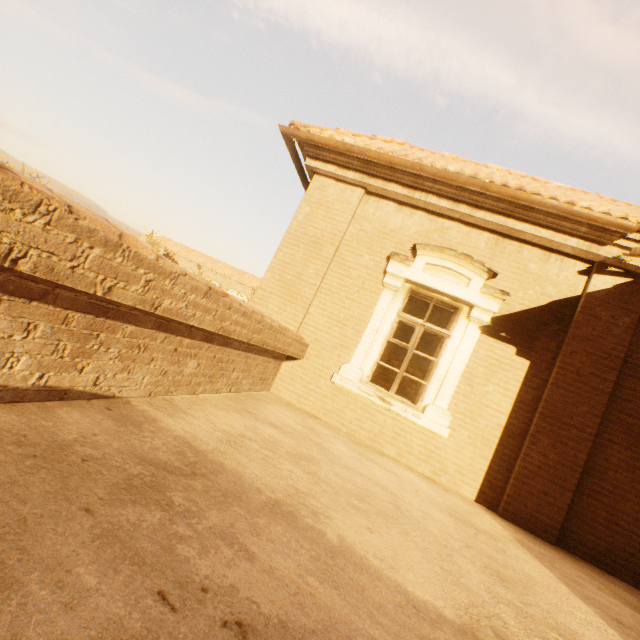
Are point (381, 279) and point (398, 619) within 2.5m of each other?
no
